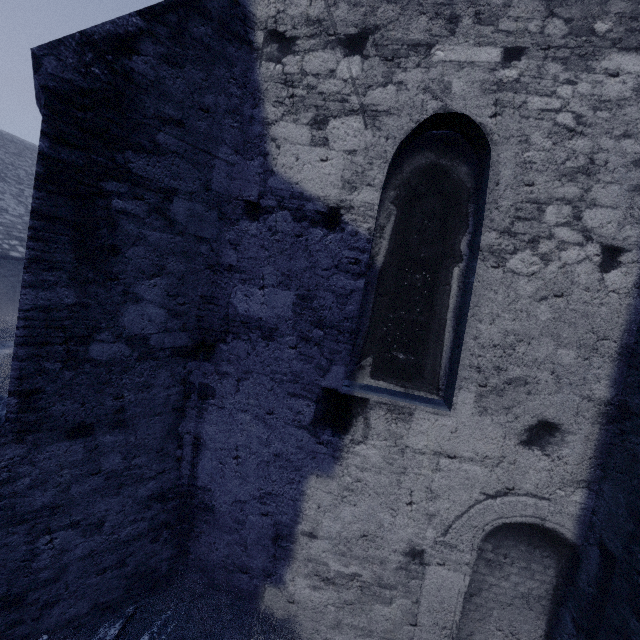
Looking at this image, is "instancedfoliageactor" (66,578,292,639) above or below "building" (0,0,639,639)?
below

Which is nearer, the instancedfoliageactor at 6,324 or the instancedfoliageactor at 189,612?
the instancedfoliageactor at 189,612

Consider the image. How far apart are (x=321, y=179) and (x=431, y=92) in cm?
118

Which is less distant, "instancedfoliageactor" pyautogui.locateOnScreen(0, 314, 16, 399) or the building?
the building

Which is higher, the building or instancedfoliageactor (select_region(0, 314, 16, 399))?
the building

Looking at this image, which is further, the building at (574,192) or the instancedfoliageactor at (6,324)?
the instancedfoliageactor at (6,324)

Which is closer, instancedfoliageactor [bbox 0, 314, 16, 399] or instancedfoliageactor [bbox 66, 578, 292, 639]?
instancedfoliageactor [bbox 66, 578, 292, 639]
